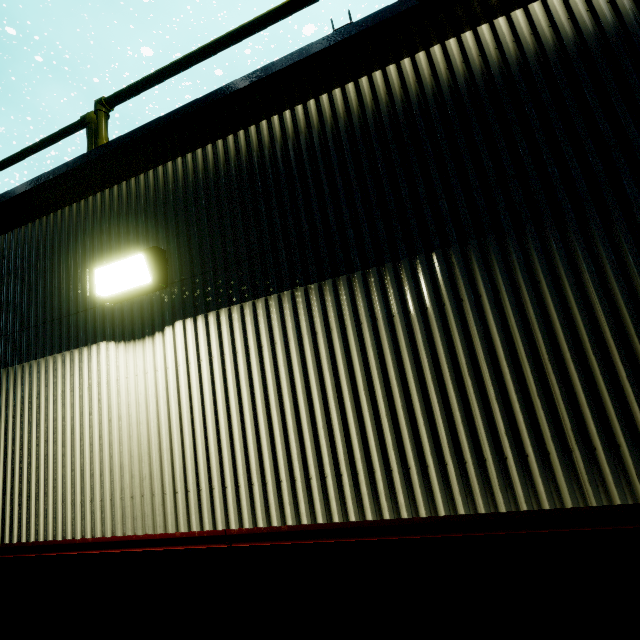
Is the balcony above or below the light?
above

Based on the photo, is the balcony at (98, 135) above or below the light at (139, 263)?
above

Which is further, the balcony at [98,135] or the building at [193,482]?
the balcony at [98,135]

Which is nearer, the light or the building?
the building

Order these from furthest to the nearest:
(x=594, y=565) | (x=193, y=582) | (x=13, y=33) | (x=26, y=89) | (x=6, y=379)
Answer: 1. (x=26, y=89)
2. (x=13, y=33)
3. (x=6, y=379)
4. (x=193, y=582)
5. (x=594, y=565)

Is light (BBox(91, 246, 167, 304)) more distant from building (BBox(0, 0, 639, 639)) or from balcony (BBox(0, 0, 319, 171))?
balcony (BBox(0, 0, 319, 171))

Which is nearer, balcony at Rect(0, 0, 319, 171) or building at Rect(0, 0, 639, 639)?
building at Rect(0, 0, 639, 639)

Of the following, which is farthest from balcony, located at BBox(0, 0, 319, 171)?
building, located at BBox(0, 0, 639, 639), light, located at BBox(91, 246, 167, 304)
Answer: light, located at BBox(91, 246, 167, 304)
